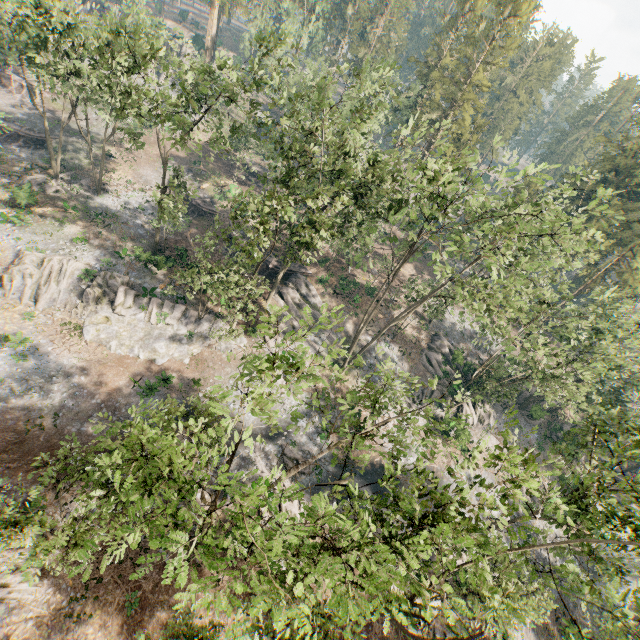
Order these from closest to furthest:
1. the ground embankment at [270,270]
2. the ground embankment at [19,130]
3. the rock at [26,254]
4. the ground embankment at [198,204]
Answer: the rock at [26,254], the ground embankment at [19,130], the ground embankment at [270,270], the ground embankment at [198,204]

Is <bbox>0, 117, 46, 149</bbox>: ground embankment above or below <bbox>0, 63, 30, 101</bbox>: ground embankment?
below

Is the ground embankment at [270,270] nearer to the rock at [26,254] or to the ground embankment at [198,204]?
the ground embankment at [198,204]

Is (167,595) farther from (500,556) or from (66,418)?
(500,556)

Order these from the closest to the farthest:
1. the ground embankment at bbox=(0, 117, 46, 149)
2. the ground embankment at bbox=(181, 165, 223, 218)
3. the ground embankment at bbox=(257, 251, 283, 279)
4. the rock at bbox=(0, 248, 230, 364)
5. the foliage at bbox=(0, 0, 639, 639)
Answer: the foliage at bbox=(0, 0, 639, 639) < the rock at bbox=(0, 248, 230, 364) < the ground embankment at bbox=(0, 117, 46, 149) < the ground embankment at bbox=(257, 251, 283, 279) < the ground embankment at bbox=(181, 165, 223, 218)

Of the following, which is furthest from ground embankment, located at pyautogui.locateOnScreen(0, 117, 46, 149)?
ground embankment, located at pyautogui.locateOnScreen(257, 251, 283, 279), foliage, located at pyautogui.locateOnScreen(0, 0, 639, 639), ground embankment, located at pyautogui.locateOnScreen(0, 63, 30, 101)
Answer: ground embankment, located at pyautogui.locateOnScreen(257, 251, 283, 279)

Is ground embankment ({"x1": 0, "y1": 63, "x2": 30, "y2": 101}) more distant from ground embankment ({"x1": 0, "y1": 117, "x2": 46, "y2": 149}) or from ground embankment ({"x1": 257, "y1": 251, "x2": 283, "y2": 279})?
ground embankment ({"x1": 257, "y1": 251, "x2": 283, "y2": 279})

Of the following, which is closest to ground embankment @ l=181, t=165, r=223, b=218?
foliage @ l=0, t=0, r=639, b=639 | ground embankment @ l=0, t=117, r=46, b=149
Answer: ground embankment @ l=0, t=117, r=46, b=149
